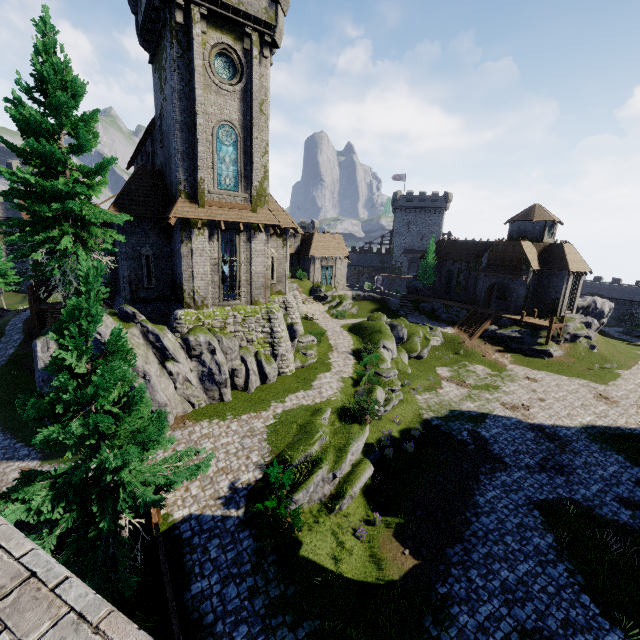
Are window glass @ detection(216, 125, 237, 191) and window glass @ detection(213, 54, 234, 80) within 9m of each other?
yes

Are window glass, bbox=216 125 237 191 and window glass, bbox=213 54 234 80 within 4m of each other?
yes

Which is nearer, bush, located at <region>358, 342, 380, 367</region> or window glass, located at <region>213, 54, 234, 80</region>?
window glass, located at <region>213, 54, 234, 80</region>

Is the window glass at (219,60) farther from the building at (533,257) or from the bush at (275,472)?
the building at (533,257)

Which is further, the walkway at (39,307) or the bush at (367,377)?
the walkway at (39,307)

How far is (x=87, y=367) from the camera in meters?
9.1 m

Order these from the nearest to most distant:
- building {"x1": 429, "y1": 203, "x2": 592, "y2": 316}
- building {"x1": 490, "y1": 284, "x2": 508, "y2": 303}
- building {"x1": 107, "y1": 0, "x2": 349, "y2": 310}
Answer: building {"x1": 107, "y1": 0, "x2": 349, "y2": 310}, building {"x1": 429, "y1": 203, "x2": 592, "y2": 316}, building {"x1": 490, "y1": 284, "x2": 508, "y2": 303}

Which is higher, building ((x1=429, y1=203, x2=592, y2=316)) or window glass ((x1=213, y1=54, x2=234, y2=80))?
window glass ((x1=213, y1=54, x2=234, y2=80))
